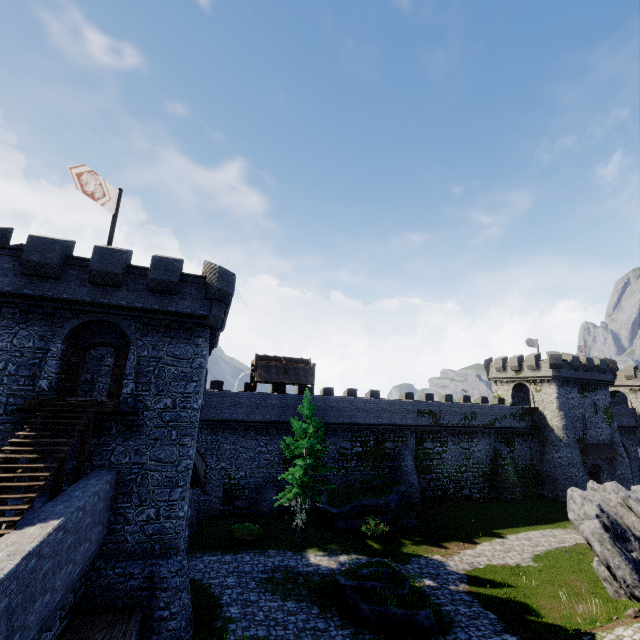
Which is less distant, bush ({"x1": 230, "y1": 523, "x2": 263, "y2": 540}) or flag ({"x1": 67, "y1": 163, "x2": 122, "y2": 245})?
flag ({"x1": 67, "y1": 163, "x2": 122, "y2": 245})

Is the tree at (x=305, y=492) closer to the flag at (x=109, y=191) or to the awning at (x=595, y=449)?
the flag at (x=109, y=191)

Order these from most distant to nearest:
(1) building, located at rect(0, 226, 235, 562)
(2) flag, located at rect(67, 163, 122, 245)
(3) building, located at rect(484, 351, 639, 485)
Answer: (3) building, located at rect(484, 351, 639, 485)
(2) flag, located at rect(67, 163, 122, 245)
(1) building, located at rect(0, 226, 235, 562)

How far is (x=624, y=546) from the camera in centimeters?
1564cm

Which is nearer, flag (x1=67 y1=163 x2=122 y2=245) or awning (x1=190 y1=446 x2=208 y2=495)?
flag (x1=67 y1=163 x2=122 y2=245)

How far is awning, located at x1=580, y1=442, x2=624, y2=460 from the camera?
38.1 meters

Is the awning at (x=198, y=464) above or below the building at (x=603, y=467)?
above

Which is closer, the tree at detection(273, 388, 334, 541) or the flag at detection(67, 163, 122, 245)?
the flag at detection(67, 163, 122, 245)
